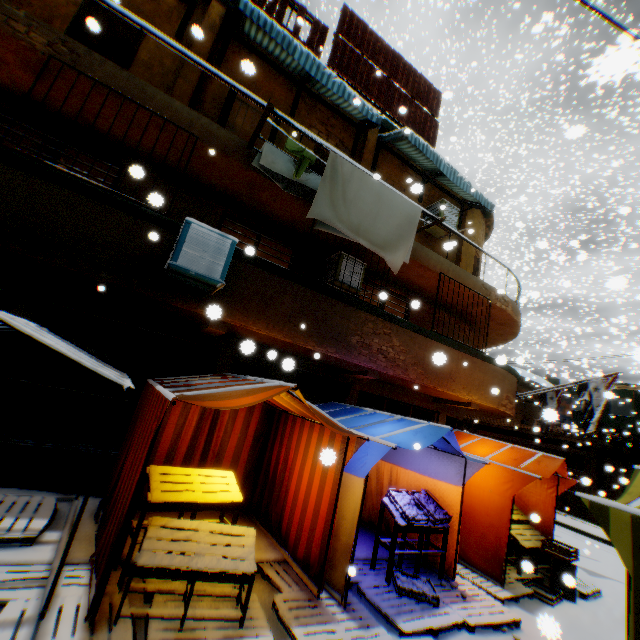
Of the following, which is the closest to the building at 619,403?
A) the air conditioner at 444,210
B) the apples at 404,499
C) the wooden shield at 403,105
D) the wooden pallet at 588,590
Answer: the air conditioner at 444,210

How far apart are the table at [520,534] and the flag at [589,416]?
3.12m

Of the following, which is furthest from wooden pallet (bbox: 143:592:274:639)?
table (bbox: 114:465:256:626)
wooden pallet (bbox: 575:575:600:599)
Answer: wooden pallet (bbox: 575:575:600:599)

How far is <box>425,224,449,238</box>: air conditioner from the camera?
10.3 meters

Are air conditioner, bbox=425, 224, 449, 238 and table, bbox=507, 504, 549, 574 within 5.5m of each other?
no

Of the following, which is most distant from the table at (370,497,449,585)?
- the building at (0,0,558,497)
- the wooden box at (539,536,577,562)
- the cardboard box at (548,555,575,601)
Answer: the wooden box at (539,536,577,562)

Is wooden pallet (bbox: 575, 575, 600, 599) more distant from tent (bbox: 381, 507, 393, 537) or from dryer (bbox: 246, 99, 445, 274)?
dryer (bbox: 246, 99, 445, 274)

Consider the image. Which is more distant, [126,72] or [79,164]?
[79,164]
